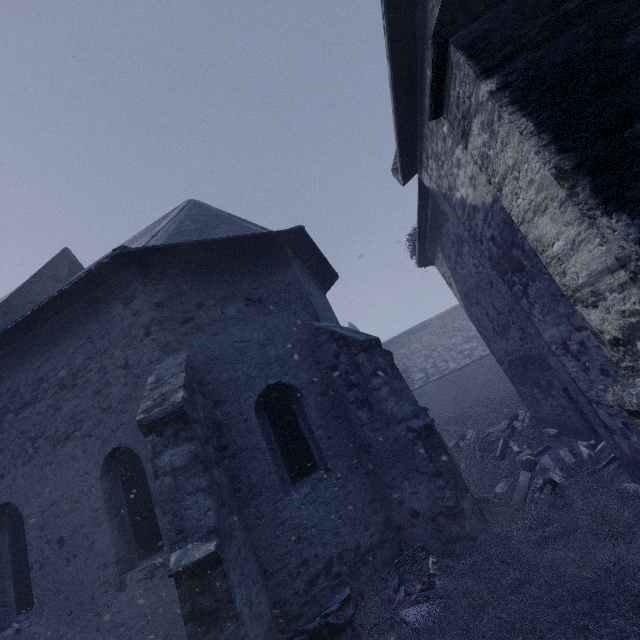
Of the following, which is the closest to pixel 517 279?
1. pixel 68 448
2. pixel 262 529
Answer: pixel 262 529

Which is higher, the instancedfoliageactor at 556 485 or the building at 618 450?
the building at 618 450

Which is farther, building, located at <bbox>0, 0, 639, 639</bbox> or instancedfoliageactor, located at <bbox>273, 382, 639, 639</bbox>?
instancedfoliageactor, located at <bbox>273, 382, 639, 639</bbox>

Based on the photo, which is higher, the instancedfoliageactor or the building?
the building

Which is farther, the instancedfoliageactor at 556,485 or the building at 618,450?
the instancedfoliageactor at 556,485
